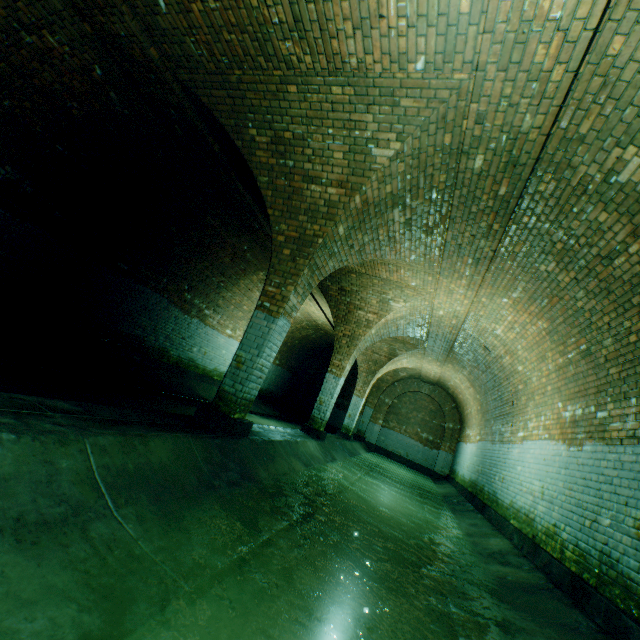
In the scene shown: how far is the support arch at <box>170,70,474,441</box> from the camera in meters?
3.8 m

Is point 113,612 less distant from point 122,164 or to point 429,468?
point 122,164

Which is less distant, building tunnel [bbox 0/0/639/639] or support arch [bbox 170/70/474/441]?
building tunnel [bbox 0/0/639/639]

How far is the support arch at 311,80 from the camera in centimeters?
383cm

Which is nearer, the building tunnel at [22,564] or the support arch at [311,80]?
the building tunnel at [22,564]
